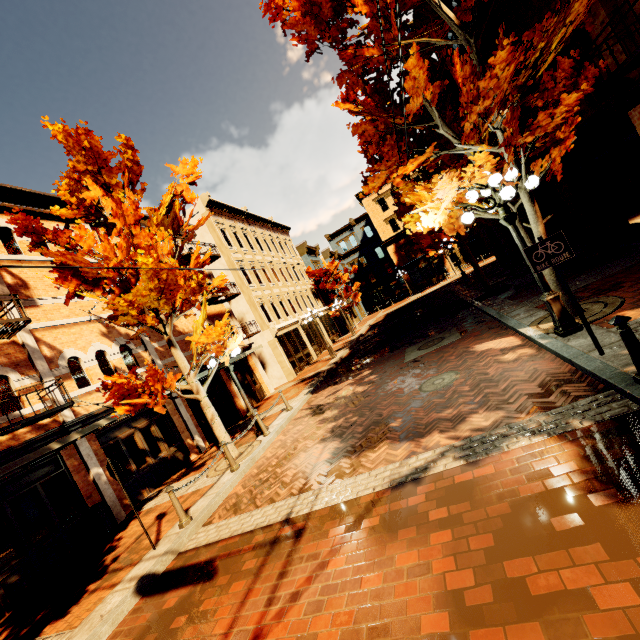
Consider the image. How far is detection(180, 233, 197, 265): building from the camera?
17.06m

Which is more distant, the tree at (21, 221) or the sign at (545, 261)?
the tree at (21, 221)

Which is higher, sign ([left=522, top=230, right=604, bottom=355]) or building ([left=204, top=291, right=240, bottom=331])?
building ([left=204, top=291, right=240, bottom=331])

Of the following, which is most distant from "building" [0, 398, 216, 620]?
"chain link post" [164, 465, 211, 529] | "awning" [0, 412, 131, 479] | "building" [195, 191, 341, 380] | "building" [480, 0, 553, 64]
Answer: "building" [480, 0, 553, 64]

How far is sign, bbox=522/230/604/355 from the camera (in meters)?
4.86

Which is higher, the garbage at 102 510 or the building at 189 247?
the building at 189 247

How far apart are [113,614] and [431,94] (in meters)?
10.82
